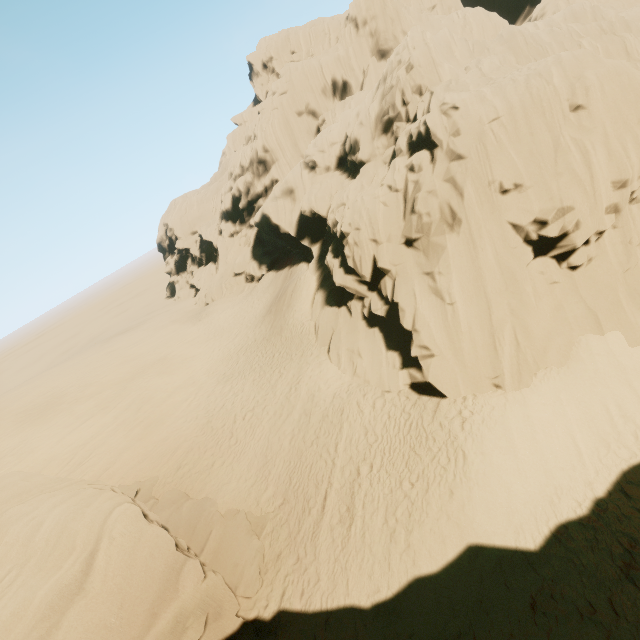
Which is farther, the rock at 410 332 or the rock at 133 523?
the rock at 410 332

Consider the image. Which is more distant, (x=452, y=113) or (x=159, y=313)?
(x=159, y=313)

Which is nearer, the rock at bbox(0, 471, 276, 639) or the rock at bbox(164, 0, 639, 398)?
the rock at bbox(0, 471, 276, 639)
